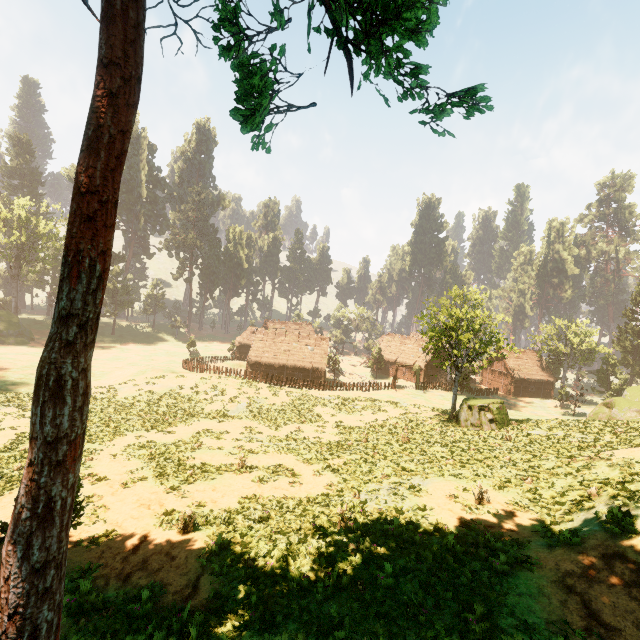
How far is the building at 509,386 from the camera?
54.5 meters

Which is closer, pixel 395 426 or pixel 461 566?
pixel 461 566

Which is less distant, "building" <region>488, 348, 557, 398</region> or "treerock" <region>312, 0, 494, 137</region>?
"treerock" <region>312, 0, 494, 137</region>

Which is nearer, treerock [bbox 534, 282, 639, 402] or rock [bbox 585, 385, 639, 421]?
rock [bbox 585, 385, 639, 421]

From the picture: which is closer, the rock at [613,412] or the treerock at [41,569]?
the treerock at [41,569]

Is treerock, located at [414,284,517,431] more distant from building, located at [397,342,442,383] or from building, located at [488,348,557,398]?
building, located at [488,348,557,398]

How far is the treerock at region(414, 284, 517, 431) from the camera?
24.81m

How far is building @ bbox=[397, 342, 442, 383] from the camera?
55.72m
